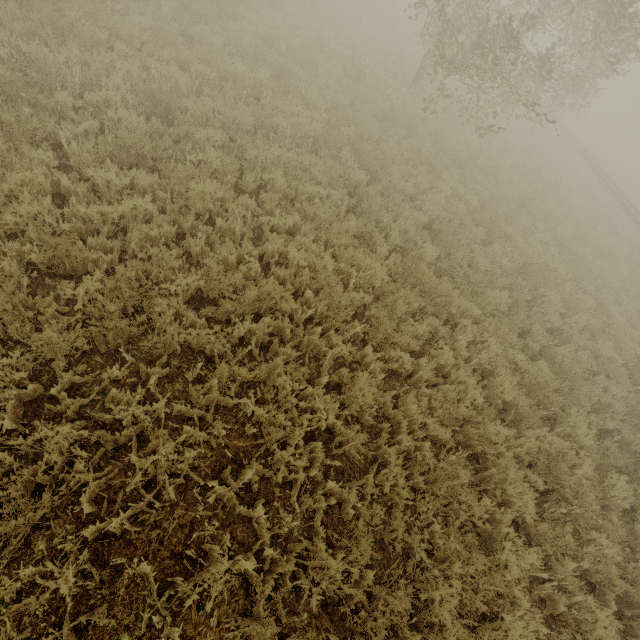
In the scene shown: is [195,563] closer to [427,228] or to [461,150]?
[427,228]
